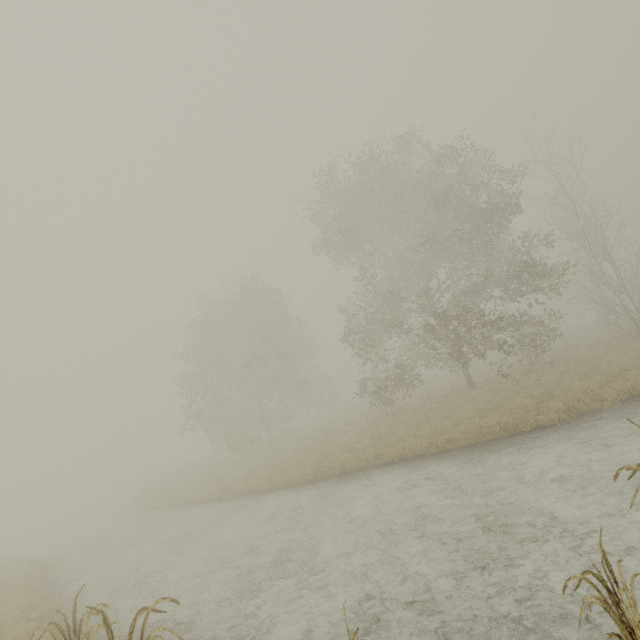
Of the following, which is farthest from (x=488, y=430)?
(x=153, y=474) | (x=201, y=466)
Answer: (x=153, y=474)
